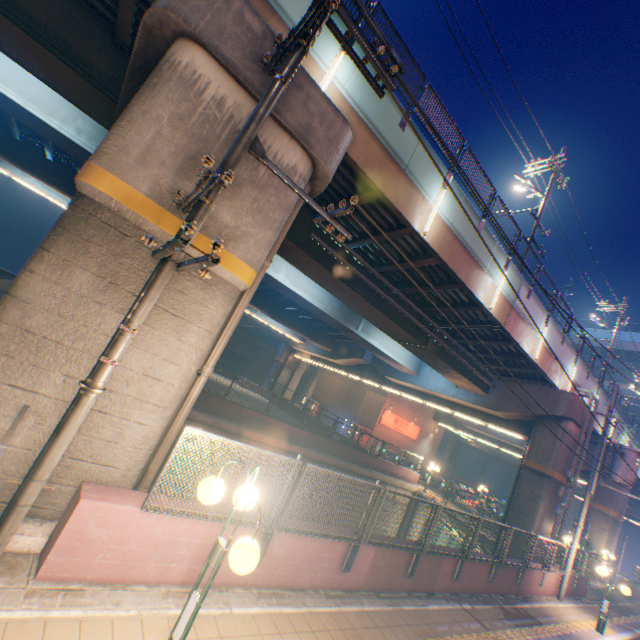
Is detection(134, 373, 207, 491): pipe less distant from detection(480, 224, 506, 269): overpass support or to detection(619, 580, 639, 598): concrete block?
detection(480, 224, 506, 269): overpass support

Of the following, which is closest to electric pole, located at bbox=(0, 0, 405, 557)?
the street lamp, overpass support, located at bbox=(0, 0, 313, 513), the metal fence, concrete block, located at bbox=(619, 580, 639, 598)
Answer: the metal fence

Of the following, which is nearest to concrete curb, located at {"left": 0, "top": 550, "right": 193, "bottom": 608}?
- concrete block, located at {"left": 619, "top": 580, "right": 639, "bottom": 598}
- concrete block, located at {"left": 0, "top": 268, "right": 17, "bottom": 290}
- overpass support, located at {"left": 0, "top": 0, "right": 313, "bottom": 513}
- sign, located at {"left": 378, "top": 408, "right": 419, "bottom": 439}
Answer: concrete block, located at {"left": 619, "top": 580, "right": 639, "bottom": 598}

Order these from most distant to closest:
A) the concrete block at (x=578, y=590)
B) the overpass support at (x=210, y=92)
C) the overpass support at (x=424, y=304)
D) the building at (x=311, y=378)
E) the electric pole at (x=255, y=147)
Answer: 1. the building at (x=311, y=378)
2. the concrete block at (x=578, y=590)
3. the overpass support at (x=424, y=304)
4. the overpass support at (x=210, y=92)
5. the electric pole at (x=255, y=147)

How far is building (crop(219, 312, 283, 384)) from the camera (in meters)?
50.09

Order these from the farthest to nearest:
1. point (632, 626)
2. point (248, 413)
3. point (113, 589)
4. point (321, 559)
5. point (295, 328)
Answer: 1. point (295, 328)
2. point (248, 413)
3. point (632, 626)
4. point (321, 559)
5. point (113, 589)

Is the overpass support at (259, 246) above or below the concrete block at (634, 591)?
above

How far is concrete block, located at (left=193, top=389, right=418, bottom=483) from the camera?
15.8 meters
